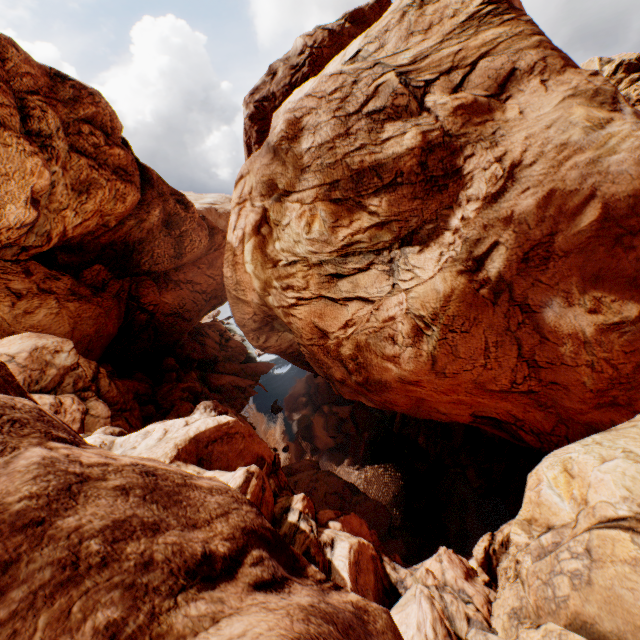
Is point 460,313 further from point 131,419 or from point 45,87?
point 45,87
